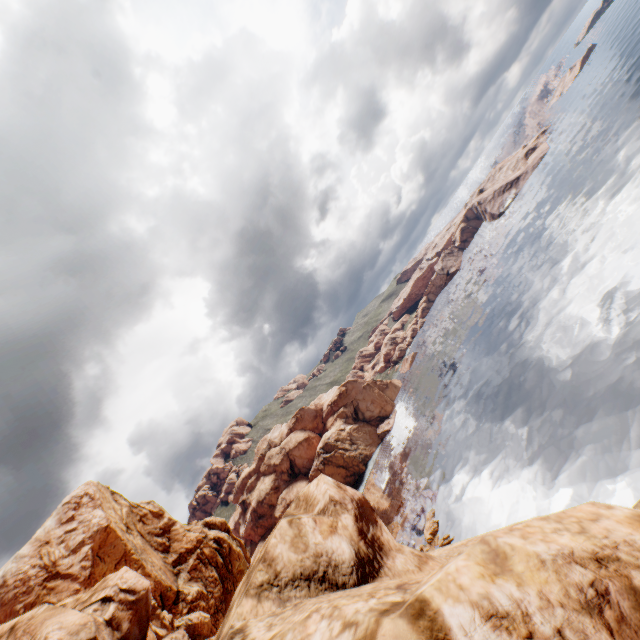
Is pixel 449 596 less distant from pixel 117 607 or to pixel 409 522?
pixel 117 607
